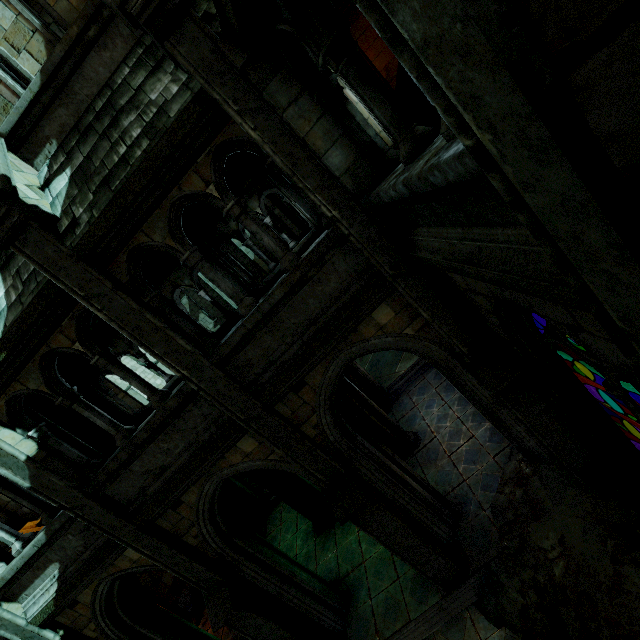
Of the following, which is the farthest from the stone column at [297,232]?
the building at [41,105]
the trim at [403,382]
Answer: the trim at [403,382]

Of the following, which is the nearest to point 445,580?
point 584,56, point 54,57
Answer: point 584,56

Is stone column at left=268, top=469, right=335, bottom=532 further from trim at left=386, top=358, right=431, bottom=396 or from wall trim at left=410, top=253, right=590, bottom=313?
wall trim at left=410, top=253, right=590, bottom=313

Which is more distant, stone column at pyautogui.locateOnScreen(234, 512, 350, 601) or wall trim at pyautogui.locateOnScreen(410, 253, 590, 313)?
stone column at pyautogui.locateOnScreen(234, 512, 350, 601)

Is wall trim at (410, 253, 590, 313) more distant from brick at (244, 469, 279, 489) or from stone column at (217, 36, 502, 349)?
brick at (244, 469, 279, 489)

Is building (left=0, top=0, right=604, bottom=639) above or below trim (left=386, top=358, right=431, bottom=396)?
above

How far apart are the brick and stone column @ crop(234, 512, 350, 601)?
1.69m

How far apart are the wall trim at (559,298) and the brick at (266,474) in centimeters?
707cm
